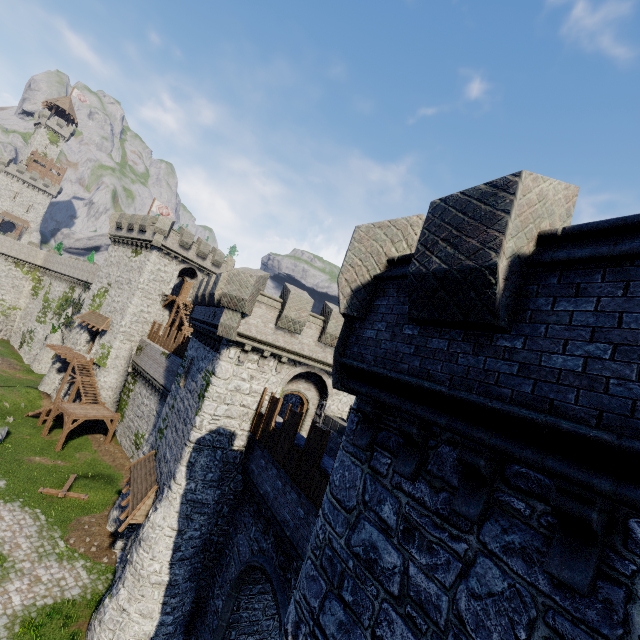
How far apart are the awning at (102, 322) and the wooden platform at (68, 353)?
3.1m

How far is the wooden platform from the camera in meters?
33.6 m

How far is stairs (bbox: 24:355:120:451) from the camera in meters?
27.3

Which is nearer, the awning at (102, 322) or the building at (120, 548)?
the building at (120, 548)

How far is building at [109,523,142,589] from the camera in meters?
16.1 m

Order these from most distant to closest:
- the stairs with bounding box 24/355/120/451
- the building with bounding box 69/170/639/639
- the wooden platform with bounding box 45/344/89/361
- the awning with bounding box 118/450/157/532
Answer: the wooden platform with bounding box 45/344/89/361
the stairs with bounding box 24/355/120/451
the awning with bounding box 118/450/157/532
the building with bounding box 69/170/639/639

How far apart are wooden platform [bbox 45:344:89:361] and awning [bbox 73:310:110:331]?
3.09m

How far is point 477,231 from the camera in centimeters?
384cm
